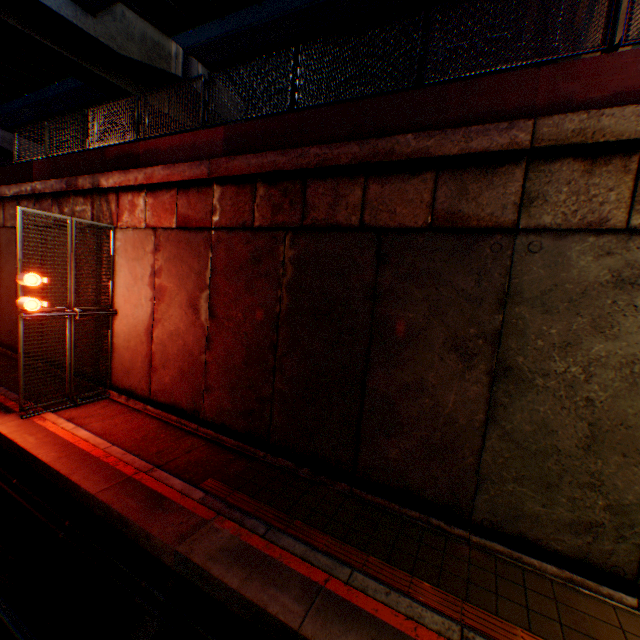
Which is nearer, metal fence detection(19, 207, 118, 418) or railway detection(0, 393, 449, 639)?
railway detection(0, 393, 449, 639)

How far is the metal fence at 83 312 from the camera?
7.6 meters

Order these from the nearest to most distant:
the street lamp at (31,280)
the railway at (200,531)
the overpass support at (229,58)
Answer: the railway at (200,531), the street lamp at (31,280), the overpass support at (229,58)

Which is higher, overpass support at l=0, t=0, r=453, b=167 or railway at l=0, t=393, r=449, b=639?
overpass support at l=0, t=0, r=453, b=167

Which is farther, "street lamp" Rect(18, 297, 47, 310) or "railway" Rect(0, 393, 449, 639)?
"street lamp" Rect(18, 297, 47, 310)

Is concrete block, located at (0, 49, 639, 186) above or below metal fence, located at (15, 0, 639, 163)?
below

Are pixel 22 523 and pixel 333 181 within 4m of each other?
no

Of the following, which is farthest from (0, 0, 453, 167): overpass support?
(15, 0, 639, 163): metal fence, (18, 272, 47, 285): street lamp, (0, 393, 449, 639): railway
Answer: (18, 272, 47, 285): street lamp
